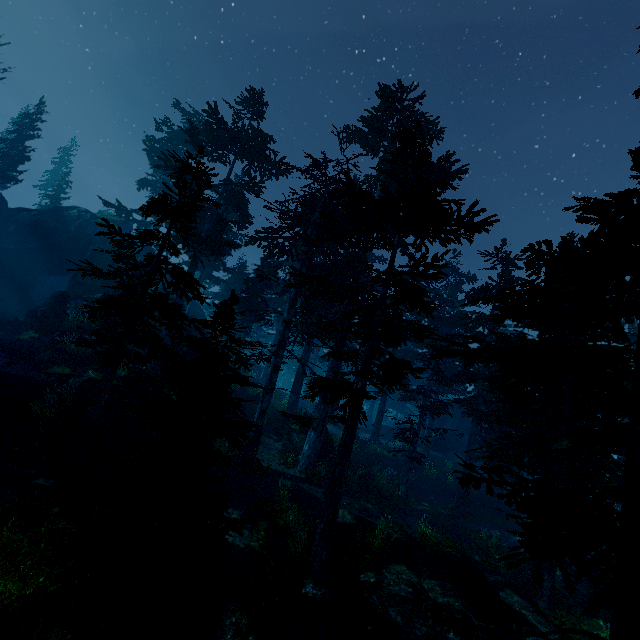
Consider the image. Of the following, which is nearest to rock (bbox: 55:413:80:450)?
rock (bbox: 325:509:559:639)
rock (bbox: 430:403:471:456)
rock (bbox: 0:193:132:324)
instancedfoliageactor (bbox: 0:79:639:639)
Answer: instancedfoliageactor (bbox: 0:79:639:639)

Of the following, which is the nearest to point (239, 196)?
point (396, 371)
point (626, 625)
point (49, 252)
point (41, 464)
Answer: point (396, 371)

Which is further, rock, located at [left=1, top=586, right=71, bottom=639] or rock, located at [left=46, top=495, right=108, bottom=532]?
rock, located at [left=46, top=495, right=108, bottom=532]

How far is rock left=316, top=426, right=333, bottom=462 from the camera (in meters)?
19.41

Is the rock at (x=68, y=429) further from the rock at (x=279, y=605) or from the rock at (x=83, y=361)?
the rock at (x=279, y=605)

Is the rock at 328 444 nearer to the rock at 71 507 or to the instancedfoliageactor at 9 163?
the instancedfoliageactor at 9 163

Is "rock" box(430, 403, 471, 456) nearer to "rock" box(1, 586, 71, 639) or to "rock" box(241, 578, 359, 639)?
"rock" box(1, 586, 71, 639)

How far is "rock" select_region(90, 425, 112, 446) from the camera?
12.68m
